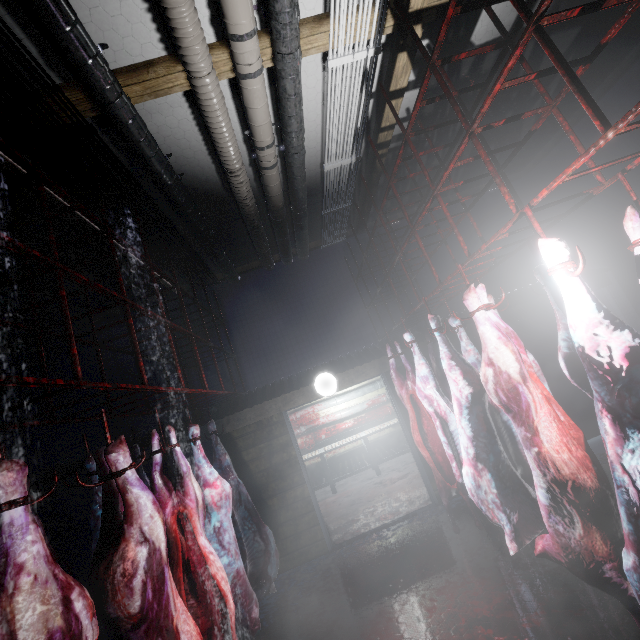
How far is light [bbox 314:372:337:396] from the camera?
4.3 meters

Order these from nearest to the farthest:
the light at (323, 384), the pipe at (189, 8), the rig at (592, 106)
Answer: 1. the rig at (592, 106)
2. the pipe at (189, 8)
3. the light at (323, 384)

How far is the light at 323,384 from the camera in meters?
4.3

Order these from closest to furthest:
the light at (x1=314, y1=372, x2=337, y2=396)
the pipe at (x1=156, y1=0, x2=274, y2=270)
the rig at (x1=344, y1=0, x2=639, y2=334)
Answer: the rig at (x1=344, y1=0, x2=639, y2=334)
the pipe at (x1=156, y1=0, x2=274, y2=270)
the light at (x1=314, y1=372, x2=337, y2=396)

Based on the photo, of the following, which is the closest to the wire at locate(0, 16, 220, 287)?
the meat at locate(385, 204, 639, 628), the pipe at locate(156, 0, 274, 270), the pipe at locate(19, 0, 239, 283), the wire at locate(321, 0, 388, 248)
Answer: the pipe at locate(19, 0, 239, 283)

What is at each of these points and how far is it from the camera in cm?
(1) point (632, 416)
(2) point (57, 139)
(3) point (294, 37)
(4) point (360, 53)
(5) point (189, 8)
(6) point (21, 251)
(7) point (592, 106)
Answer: (1) meat, 121
(2) wire, 218
(3) pipe, 204
(4) wire, 239
(5) pipe, 174
(6) rig, 120
(7) rig, 109

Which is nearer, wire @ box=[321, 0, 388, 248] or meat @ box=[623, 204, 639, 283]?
meat @ box=[623, 204, 639, 283]

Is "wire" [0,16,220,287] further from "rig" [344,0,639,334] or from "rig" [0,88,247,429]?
"rig" [344,0,639,334]
